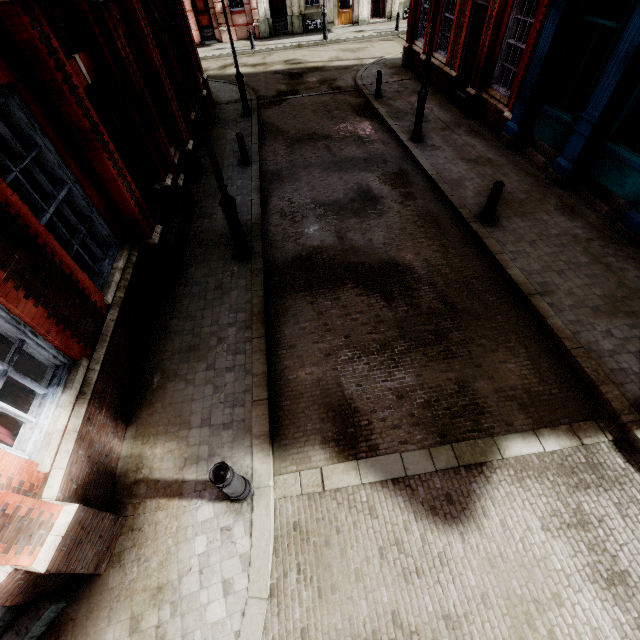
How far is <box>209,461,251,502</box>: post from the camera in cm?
349

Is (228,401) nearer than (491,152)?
Yes

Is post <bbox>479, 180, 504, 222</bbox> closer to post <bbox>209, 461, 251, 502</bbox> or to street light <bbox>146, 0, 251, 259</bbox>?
street light <bbox>146, 0, 251, 259</bbox>

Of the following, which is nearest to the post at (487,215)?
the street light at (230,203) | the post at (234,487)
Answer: the street light at (230,203)

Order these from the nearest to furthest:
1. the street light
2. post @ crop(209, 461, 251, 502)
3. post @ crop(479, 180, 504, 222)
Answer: post @ crop(209, 461, 251, 502), the street light, post @ crop(479, 180, 504, 222)

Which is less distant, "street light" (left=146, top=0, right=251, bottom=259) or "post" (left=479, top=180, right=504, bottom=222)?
"street light" (left=146, top=0, right=251, bottom=259)

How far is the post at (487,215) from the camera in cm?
695

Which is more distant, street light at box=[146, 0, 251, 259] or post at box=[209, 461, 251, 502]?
street light at box=[146, 0, 251, 259]
